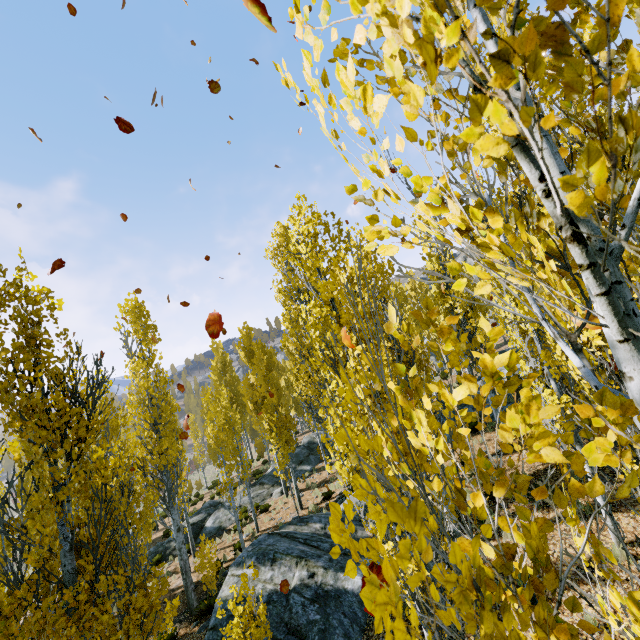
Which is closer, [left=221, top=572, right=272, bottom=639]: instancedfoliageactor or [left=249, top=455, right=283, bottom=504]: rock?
[left=221, top=572, right=272, bottom=639]: instancedfoliageactor

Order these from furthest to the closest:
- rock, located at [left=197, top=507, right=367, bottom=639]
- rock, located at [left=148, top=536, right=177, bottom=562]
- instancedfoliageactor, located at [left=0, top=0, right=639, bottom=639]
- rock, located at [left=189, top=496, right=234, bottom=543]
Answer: rock, located at [left=189, top=496, right=234, bottom=543] → rock, located at [left=148, top=536, right=177, bottom=562] → rock, located at [left=197, top=507, right=367, bottom=639] → instancedfoliageactor, located at [left=0, top=0, right=639, bottom=639]

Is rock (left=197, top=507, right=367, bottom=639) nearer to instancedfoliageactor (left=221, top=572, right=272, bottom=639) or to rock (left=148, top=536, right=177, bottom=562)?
instancedfoliageactor (left=221, top=572, right=272, bottom=639)

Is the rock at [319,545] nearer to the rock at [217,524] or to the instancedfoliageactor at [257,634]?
the instancedfoliageactor at [257,634]

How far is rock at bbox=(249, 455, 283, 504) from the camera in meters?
20.4

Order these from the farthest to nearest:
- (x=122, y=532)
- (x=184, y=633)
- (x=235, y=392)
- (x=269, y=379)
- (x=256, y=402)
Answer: (x=235, y=392) < (x=256, y=402) < (x=269, y=379) < (x=184, y=633) < (x=122, y=532)

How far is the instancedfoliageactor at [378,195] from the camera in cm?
107

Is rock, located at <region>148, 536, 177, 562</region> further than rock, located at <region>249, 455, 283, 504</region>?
No
